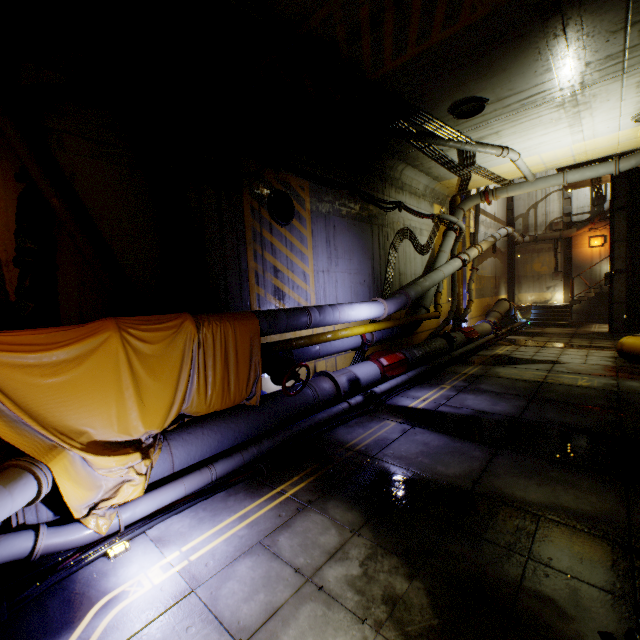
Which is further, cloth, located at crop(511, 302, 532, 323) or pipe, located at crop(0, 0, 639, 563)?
cloth, located at crop(511, 302, 532, 323)

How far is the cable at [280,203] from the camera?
7.3m

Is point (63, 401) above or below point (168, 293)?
below

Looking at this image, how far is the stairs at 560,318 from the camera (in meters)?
19.69

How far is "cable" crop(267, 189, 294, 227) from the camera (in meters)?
7.31

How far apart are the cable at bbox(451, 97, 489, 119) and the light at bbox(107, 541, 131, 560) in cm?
1042

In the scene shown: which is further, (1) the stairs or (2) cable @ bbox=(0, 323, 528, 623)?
(1) the stairs

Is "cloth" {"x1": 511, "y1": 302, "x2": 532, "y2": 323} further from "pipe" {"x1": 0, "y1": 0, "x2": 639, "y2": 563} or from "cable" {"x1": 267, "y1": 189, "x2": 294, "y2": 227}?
"cable" {"x1": 267, "y1": 189, "x2": 294, "y2": 227}
